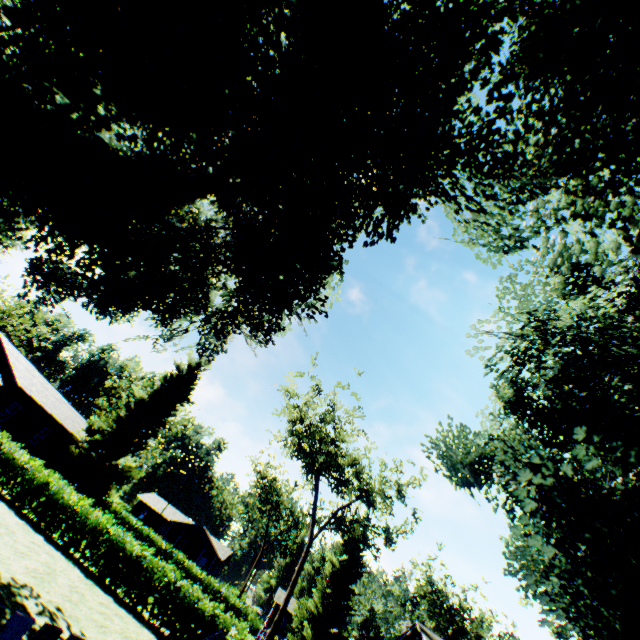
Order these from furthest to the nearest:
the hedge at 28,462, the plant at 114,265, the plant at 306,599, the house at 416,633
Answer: Result: the plant at 306,599 < the house at 416,633 < the hedge at 28,462 < the plant at 114,265

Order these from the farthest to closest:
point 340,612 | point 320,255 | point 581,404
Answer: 1. point 340,612
2. point 320,255
3. point 581,404

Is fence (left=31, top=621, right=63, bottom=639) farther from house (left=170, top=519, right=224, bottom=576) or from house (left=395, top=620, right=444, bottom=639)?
house (left=170, top=519, right=224, bottom=576)

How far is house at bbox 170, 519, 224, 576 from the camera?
56.3m

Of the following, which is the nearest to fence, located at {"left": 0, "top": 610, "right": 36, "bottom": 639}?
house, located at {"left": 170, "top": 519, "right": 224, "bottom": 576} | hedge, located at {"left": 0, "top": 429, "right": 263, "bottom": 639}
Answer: hedge, located at {"left": 0, "top": 429, "right": 263, "bottom": 639}

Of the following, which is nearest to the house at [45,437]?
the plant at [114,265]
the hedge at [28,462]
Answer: the plant at [114,265]

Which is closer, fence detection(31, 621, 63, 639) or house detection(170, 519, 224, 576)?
fence detection(31, 621, 63, 639)

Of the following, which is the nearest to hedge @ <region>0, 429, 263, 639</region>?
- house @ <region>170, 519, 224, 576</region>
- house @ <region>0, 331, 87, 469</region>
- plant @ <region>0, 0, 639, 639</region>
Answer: house @ <region>0, 331, 87, 469</region>
